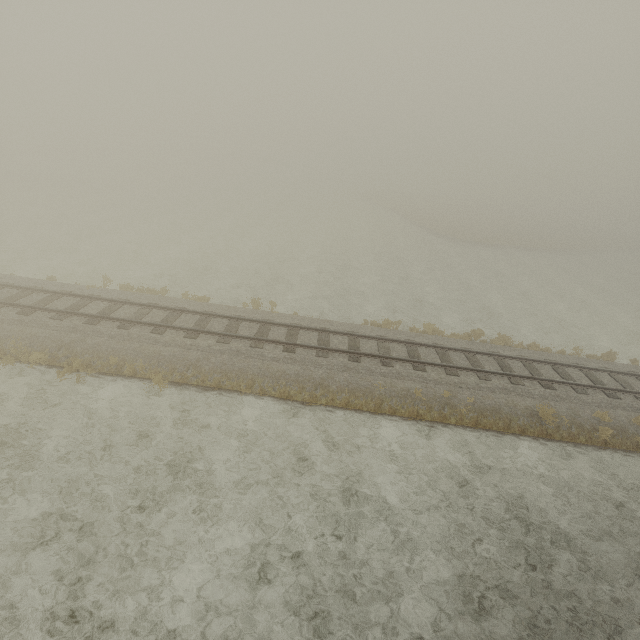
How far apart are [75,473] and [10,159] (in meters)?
68.87
